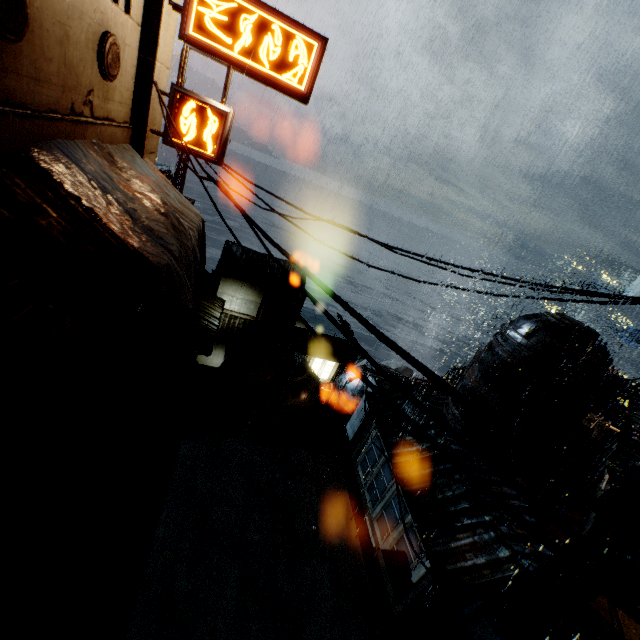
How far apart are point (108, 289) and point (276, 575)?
13.80m

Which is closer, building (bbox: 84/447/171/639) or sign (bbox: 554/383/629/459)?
building (bbox: 84/447/171/639)

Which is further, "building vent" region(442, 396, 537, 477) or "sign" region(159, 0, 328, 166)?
"building vent" region(442, 396, 537, 477)

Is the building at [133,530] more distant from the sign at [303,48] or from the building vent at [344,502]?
the building vent at [344,502]

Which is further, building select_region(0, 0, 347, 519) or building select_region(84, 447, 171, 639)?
building select_region(84, 447, 171, 639)

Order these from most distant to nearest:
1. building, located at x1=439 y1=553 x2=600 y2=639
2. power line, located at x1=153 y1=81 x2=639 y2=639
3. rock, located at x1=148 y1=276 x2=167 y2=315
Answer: rock, located at x1=148 y1=276 x2=167 y2=315 → building, located at x1=439 y1=553 x2=600 y2=639 → power line, located at x1=153 y1=81 x2=639 y2=639

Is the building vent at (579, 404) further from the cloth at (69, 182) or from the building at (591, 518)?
the cloth at (69, 182)

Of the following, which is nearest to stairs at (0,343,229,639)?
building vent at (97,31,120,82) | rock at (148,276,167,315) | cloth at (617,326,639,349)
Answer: building vent at (97,31,120,82)
